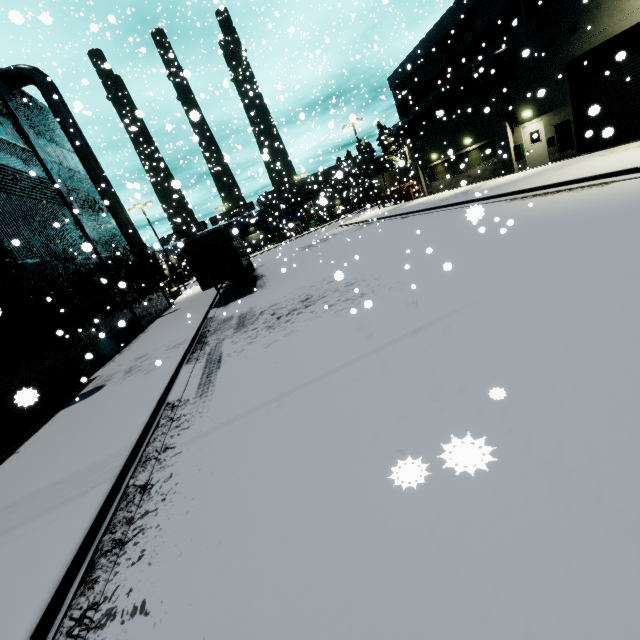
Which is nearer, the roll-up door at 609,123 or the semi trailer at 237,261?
the roll-up door at 609,123

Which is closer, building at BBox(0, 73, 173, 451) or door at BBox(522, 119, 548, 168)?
building at BBox(0, 73, 173, 451)

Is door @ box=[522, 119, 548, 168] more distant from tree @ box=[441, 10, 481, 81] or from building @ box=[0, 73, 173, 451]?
tree @ box=[441, 10, 481, 81]

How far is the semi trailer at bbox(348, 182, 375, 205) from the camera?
38.5 meters

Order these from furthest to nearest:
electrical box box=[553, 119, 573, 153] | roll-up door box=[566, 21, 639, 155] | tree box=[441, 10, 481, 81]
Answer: tree box=[441, 10, 481, 81]
electrical box box=[553, 119, 573, 153]
roll-up door box=[566, 21, 639, 155]

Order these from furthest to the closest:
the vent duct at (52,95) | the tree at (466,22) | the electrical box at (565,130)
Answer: the tree at (466,22), the vent duct at (52,95), the electrical box at (565,130)

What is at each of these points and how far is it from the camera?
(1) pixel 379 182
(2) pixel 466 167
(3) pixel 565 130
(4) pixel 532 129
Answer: (1) semi trailer, 44.31m
(2) building, 25.58m
(3) electrical box, 17.34m
(4) door, 19.27m

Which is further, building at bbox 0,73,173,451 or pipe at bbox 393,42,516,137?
pipe at bbox 393,42,516,137
